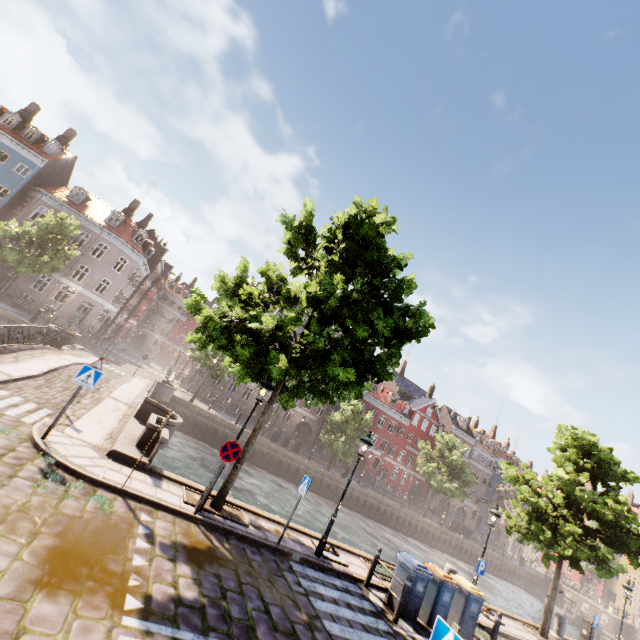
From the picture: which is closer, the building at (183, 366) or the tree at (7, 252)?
the tree at (7, 252)

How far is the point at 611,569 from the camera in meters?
15.6 m

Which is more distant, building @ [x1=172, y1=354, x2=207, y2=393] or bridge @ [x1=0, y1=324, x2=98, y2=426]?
building @ [x1=172, y1=354, x2=207, y2=393]

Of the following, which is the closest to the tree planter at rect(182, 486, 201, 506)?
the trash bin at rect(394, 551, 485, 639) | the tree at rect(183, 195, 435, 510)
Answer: the tree at rect(183, 195, 435, 510)

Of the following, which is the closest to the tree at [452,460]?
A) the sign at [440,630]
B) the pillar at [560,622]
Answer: the pillar at [560,622]

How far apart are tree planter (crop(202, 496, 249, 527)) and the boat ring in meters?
2.7 m

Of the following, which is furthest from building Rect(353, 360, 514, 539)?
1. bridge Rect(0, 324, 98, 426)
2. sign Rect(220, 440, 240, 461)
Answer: sign Rect(220, 440, 240, 461)

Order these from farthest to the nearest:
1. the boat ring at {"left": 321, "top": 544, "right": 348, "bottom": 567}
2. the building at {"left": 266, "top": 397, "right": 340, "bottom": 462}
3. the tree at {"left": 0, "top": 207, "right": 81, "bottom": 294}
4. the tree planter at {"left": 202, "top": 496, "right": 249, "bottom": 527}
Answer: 1. the building at {"left": 266, "top": 397, "right": 340, "bottom": 462}
2. the tree at {"left": 0, "top": 207, "right": 81, "bottom": 294}
3. the boat ring at {"left": 321, "top": 544, "right": 348, "bottom": 567}
4. the tree planter at {"left": 202, "top": 496, "right": 249, "bottom": 527}
